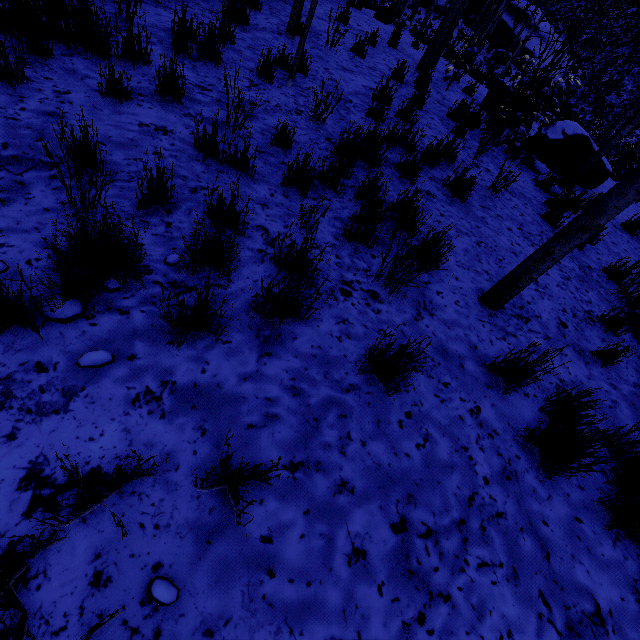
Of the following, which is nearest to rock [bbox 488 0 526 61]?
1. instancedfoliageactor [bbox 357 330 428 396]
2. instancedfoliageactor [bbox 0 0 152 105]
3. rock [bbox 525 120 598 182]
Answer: instancedfoliageactor [bbox 0 0 152 105]

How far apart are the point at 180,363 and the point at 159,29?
5.0 meters

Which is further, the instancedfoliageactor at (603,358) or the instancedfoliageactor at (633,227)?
the instancedfoliageactor at (633,227)

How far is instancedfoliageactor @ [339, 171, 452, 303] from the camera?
2.27m

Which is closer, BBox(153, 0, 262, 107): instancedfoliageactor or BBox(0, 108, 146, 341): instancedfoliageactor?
BBox(0, 108, 146, 341): instancedfoliageactor

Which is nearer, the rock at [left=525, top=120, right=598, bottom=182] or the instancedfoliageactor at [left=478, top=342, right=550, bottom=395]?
the instancedfoliageactor at [left=478, top=342, right=550, bottom=395]

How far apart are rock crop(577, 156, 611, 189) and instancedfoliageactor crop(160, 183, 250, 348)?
6.9 meters

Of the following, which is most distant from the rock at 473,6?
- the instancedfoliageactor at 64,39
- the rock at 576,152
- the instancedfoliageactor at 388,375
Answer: the instancedfoliageactor at 388,375
